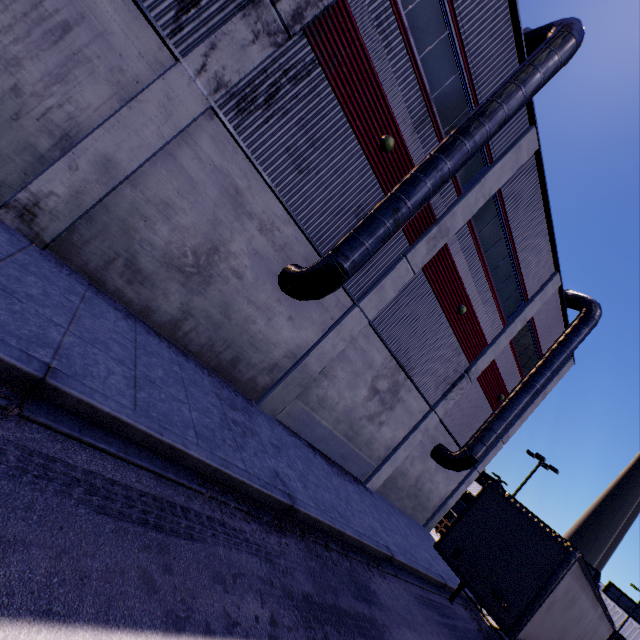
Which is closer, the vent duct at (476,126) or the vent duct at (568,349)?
the vent duct at (476,126)

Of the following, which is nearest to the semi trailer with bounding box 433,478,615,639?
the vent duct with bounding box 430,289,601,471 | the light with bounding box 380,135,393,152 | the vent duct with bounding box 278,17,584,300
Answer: the vent duct with bounding box 430,289,601,471

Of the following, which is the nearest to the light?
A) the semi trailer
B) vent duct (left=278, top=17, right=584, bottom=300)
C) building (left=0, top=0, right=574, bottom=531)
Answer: building (left=0, top=0, right=574, bottom=531)

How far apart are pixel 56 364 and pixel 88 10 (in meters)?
6.84

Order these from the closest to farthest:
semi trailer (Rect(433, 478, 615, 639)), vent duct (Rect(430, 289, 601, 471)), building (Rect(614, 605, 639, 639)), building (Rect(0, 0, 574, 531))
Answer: building (Rect(0, 0, 574, 531)) → semi trailer (Rect(433, 478, 615, 639)) → vent duct (Rect(430, 289, 601, 471)) → building (Rect(614, 605, 639, 639))

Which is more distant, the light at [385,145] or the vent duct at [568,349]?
the vent duct at [568,349]

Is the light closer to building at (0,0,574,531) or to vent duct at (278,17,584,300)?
building at (0,0,574,531)

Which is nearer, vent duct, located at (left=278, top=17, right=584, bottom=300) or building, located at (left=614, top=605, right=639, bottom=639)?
vent duct, located at (left=278, top=17, right=584, bottom=300)
